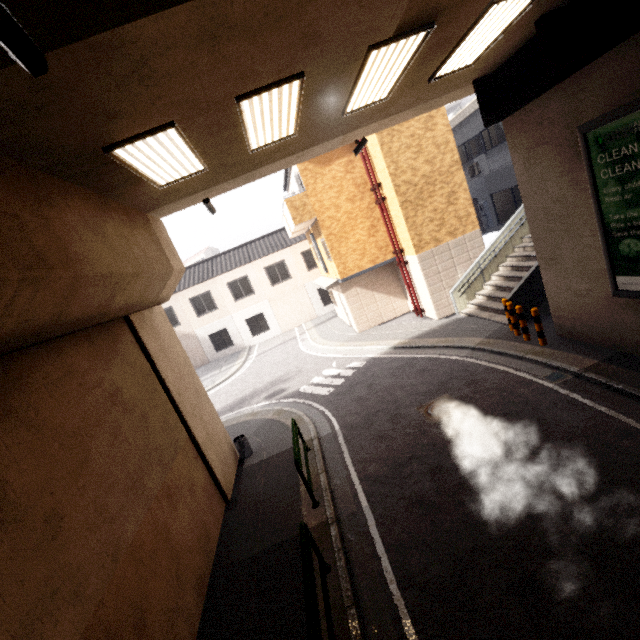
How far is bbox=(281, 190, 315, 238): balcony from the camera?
14.36m

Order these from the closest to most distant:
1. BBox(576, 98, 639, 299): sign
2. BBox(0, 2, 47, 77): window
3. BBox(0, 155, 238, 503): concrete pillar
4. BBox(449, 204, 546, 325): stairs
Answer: BBox(0, 2, 47, 77): window
BBox(0, 155, 238, 503): concrete pillar
BBox(576, 98, 639, 299): sign
BBox(449, 204, 546, 325): stairs

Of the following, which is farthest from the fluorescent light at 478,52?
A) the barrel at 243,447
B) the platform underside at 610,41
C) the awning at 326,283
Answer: the barrel at 243,447

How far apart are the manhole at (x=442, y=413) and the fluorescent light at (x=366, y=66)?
7.0m

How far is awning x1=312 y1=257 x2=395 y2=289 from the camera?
15.2 meters

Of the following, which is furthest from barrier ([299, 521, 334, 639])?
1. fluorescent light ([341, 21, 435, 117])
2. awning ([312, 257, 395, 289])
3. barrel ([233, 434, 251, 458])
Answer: awning ([312, 257, 395, 289])

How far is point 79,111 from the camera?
3.38m

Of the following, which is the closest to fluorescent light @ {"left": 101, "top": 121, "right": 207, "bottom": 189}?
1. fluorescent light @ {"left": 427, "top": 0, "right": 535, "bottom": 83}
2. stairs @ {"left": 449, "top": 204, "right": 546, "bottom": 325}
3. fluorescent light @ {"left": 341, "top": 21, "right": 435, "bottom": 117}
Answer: fluorescent light @ {"left": 341, "top": 21, "right": 435, "bottom": 117}
